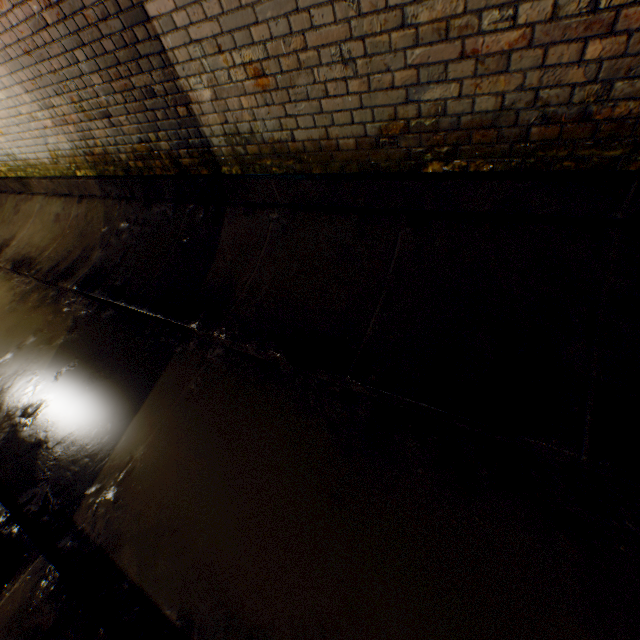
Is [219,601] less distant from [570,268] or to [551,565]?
[551,565]
